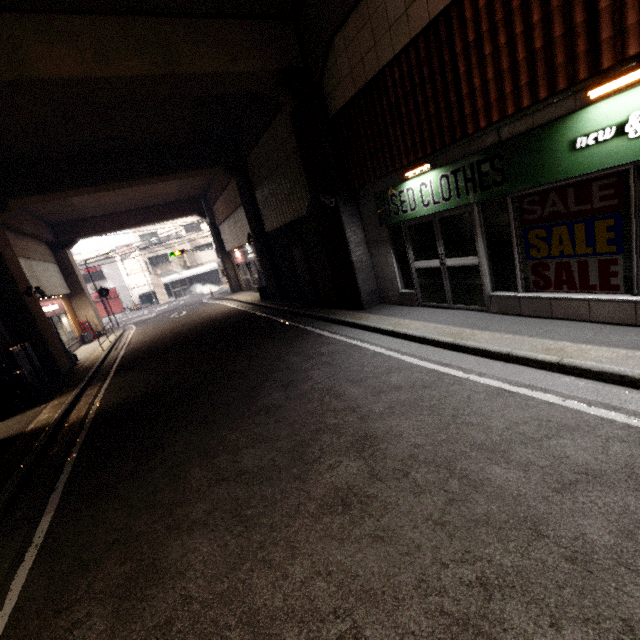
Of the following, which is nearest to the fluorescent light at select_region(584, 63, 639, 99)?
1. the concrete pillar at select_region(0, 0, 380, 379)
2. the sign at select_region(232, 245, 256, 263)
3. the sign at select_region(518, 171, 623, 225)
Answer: the sign at select_region(518, 171, 623, 225)

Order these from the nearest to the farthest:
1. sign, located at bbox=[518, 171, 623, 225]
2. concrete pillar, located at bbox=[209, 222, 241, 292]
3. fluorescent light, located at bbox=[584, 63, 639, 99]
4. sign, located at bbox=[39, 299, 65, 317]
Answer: fluorescent light, located at bbox=[584, 63, 639, 99] → sign, located at bbox=[518, 171, 623, 225] → sign, located at bbox=[39, 299, 65, 317] → concrete pillar, located at bbox=[209, 222, 241, 292]

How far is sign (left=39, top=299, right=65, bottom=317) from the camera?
14.9 meters

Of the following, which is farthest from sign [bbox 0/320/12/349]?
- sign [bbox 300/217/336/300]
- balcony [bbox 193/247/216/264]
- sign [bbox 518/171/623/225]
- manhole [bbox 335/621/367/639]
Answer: balcony [bbox 193/247/216/264]

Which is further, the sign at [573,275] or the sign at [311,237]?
the sign at [311,237]

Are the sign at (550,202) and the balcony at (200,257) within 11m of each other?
no

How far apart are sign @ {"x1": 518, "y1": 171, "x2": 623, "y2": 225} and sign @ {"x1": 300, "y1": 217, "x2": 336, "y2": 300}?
5.7 meters

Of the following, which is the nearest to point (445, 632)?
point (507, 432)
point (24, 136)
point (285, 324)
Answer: point (507, 432)
